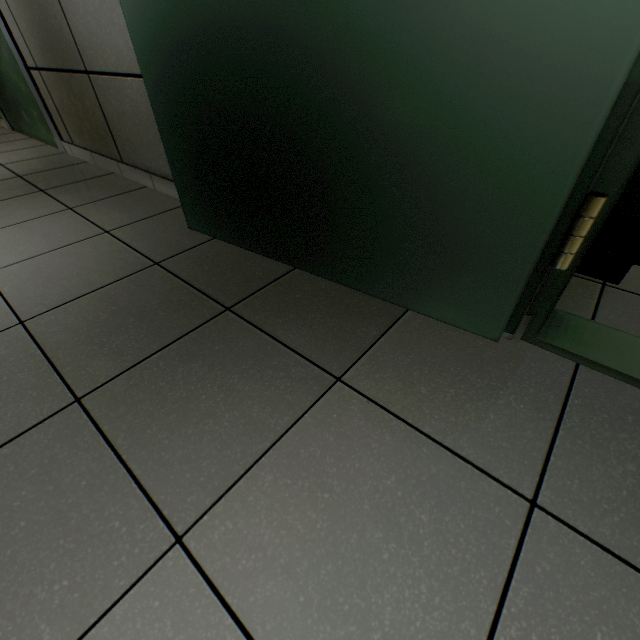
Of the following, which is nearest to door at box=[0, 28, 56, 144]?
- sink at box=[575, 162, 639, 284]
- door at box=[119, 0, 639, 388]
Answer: door at box=[119, 0, 639, 388]

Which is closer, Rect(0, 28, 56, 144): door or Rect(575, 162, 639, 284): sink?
Rect(575, 162, 639, 284): sink

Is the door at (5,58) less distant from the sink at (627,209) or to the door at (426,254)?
the door at (426,254)

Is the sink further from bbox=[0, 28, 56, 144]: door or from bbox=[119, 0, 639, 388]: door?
bbox=[0, 28, 56, 144]: door

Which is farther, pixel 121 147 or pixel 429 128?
pixel 121 147

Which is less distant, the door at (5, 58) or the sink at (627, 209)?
the sink at (627, 209)
